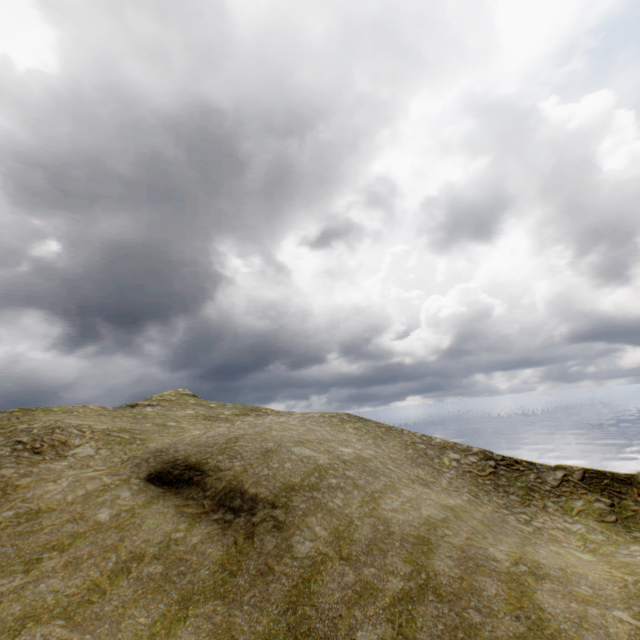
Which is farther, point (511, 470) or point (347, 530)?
point (511, 470)
